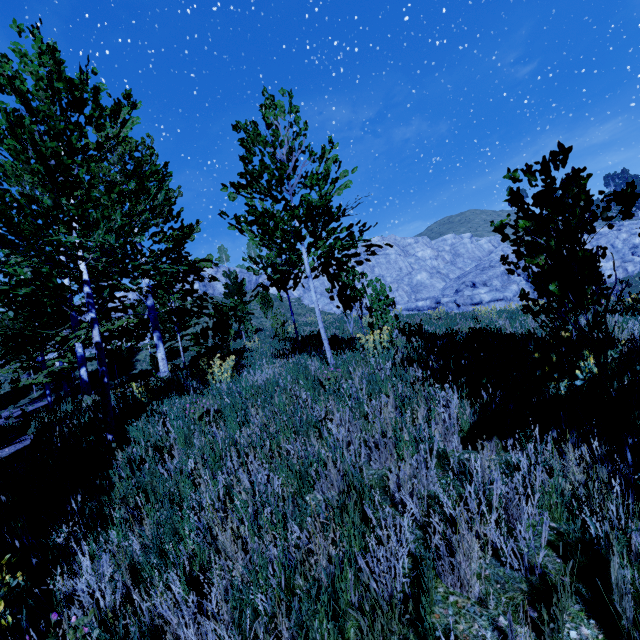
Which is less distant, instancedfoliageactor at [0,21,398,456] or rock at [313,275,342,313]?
instancedfoliageactor at [0,21,398,456]

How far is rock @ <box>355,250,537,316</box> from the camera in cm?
3656

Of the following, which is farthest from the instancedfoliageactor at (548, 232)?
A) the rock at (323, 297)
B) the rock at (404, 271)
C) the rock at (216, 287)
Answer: the rock at (323, 297)

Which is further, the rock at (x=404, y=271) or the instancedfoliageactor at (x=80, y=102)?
the rock at (x=404, y=271)

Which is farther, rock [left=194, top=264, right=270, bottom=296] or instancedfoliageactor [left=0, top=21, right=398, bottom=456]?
rock [left=194, top=264, right=270, bottom=296]

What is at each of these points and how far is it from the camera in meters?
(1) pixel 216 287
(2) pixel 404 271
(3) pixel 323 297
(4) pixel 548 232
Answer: (1) rock, 47.1 m
(2) rock, 56.7 m
(3) rock, 48.2 m
(4) instancedfoliageactor, 2.3 m

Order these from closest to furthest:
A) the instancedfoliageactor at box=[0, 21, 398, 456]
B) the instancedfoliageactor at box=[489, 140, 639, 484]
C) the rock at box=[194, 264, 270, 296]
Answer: the instancedfoliageactor at box=[489, 140, 639, 484], the instancedfoliageactor at box=[0, 21, 398, 456], the rock at box=[194, 264, 270, 296]
